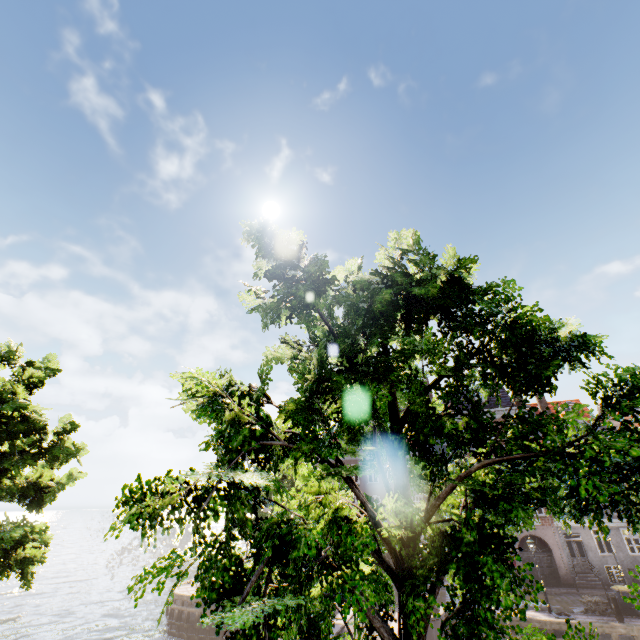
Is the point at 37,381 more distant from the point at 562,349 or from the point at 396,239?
the point at 562,349

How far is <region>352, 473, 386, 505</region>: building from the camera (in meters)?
32.19

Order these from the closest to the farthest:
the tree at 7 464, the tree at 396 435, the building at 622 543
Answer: the tree at 396 435
the tree at 7 464
the building at 622 543

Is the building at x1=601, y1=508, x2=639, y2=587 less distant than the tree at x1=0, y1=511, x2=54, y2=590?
No

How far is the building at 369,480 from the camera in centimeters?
3219cm

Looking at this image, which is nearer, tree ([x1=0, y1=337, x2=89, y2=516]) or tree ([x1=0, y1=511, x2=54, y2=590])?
tree ([x1=0, y1=511, x2=54, y2=590])

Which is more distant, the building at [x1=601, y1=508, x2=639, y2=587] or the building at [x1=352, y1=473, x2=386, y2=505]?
the building at [x1=352, y1=473, x2=386, y2=505]
